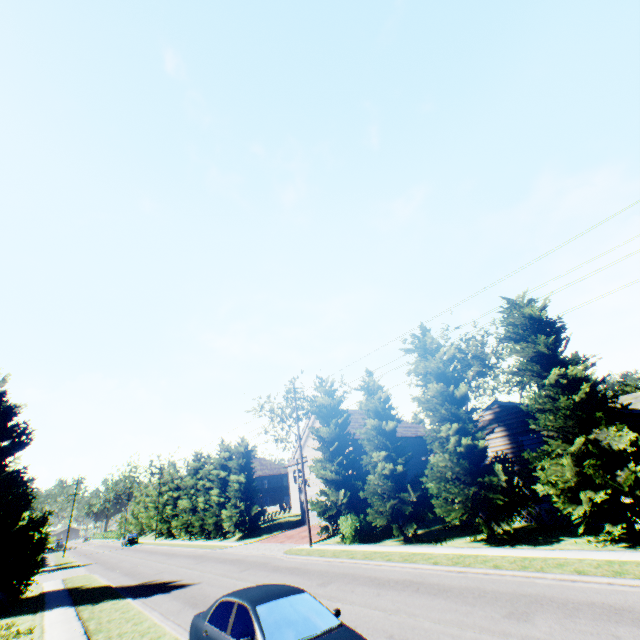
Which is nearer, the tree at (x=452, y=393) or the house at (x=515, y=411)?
the tree at (x=452, y=393)

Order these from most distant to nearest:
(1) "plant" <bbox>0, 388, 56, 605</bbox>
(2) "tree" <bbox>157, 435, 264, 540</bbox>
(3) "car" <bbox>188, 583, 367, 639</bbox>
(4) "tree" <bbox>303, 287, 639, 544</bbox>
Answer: (2) "tree" <bbox>157, 435, 264, 540</bbox> → (1) "plant" <bbox>0, 388, 56, 605</bbox> → (4) "tree" <bbox>303, 287, 639, 544</bbox> → (3) "car" <bbox>188, 583, 367, 639</bbox>

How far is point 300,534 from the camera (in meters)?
29.41

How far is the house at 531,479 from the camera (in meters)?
17.56

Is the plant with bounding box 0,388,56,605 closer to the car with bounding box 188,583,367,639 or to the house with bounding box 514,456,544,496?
the car with bounding box 188,583,367,639

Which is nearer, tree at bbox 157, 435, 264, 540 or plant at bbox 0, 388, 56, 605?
plant at bbox 0, 388, 56, 605

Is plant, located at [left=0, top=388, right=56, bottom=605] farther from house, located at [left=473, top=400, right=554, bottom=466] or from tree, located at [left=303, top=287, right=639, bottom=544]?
house, located at [left=473, top=400, right=554, bottom=466]
